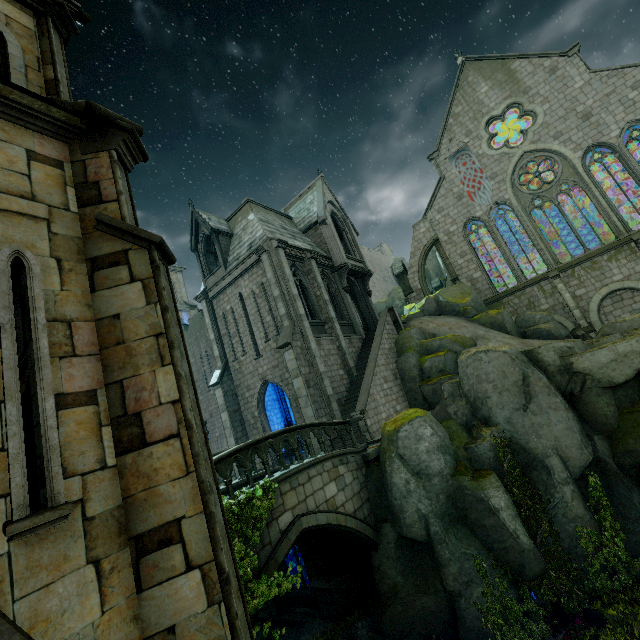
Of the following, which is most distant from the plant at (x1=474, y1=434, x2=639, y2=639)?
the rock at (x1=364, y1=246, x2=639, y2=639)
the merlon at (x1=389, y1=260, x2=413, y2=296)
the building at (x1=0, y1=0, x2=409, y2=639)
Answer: the merlon at (x1=389, y1=260, x2=413, y2=296)

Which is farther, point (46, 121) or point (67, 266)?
point (46, 121)

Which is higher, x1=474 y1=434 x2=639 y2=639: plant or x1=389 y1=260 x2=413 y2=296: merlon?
x1=389 y1=260 x2=413 y2=296: merlon

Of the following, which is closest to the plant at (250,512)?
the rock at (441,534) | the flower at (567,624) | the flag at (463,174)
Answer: the rock at (441,534)

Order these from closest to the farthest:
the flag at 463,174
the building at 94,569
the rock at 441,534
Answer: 1. the building at 94,569
2. the rock at 441,534
3. the flag at 463,174

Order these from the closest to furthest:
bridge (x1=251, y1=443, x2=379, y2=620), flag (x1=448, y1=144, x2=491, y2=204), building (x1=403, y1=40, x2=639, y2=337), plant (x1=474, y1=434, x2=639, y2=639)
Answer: bridge (x1=251, y1=443, x2=379, y2=620) < plant (x1=474, y1=434, x2=639, y2=639) < building (x1=403, y1=40, x2=639, y2=337) < flag (x1=448, y1=144, x2=491, y2=204)

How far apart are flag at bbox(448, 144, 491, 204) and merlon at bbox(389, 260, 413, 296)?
7.28m

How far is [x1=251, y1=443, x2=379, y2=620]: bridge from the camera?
8.7m
